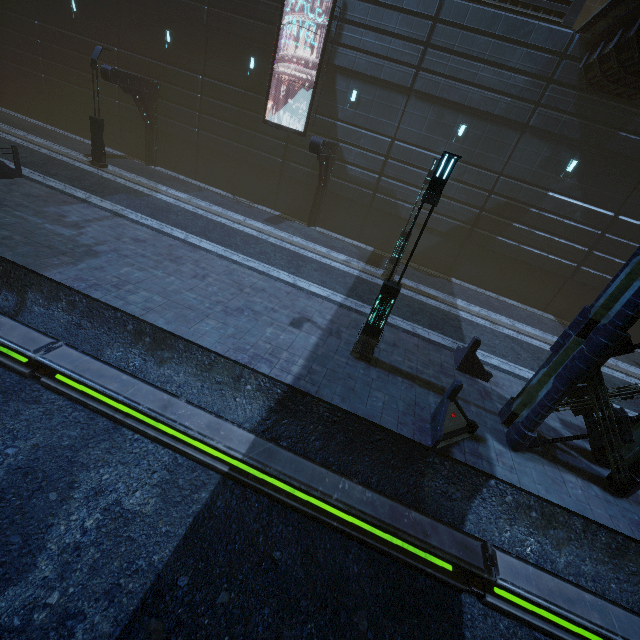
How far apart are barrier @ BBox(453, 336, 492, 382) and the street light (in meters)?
20.76

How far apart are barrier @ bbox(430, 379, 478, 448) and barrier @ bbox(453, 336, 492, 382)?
2.76m

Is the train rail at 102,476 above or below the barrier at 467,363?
below

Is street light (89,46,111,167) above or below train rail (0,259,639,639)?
above

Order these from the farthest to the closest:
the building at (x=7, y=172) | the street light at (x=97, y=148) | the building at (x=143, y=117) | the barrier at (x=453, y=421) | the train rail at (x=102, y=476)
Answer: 1. the street light at (x=97, y=148)
2. the building at (x=7, y=172)
3. the building at (x=143, y=117)
4. the barrier at (x=453, y=421)
5. the train rail at (x=102, y=476)

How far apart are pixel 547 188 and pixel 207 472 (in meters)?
20.28

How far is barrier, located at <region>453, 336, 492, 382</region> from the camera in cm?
1013

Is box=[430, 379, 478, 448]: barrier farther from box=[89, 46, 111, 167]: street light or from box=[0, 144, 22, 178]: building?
box=[89, 46, 111, 167]: street light
